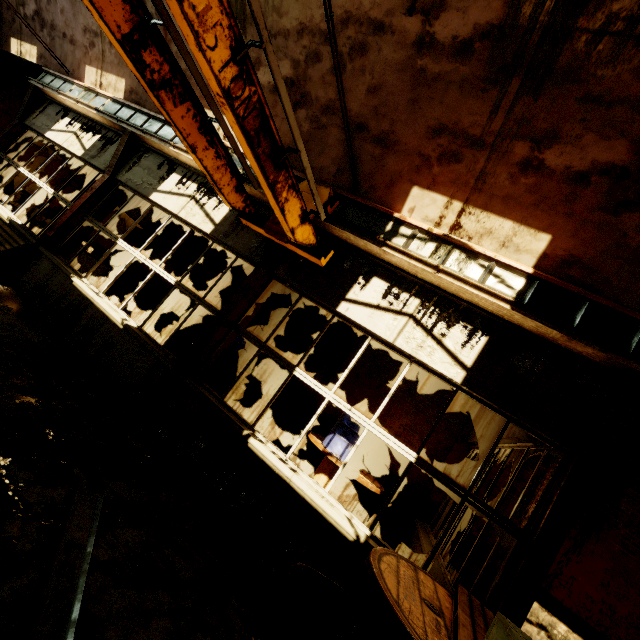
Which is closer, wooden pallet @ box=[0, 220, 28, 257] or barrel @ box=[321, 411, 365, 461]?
barrel @ box=[321, 411, 365, 461]

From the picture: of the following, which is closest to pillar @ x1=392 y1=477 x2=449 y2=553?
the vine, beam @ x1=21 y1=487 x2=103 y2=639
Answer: the vine

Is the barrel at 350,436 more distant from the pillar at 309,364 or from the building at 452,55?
the building at 452,55

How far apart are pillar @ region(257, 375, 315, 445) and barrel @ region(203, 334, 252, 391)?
→ 1.6m

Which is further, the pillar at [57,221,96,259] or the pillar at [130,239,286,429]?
Answer: the pillar at [57,221,96,259]

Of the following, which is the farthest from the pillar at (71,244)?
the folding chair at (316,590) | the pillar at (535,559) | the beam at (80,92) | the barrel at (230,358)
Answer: the pillar at (535,559)

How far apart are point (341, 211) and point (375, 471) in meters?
6.8 m

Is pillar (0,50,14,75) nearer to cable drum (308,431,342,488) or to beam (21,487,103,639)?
beam (21,487,103,639)
